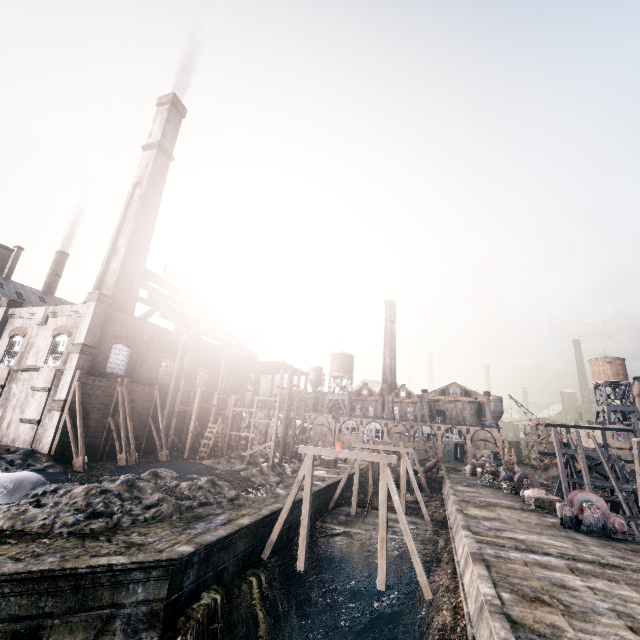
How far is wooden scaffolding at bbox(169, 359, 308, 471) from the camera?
34.2m

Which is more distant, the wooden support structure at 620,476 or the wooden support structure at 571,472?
the wooden support structure at 571,472

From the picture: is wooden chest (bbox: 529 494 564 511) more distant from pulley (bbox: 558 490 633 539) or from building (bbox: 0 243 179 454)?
building (bbox: 0 243 179 454)

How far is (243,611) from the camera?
15.8m

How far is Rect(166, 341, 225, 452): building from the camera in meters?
35.2

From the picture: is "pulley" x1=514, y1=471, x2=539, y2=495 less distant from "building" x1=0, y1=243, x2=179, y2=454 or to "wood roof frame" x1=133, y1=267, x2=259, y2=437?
"wood roof frame" x1=133, y1=267, x2=259, y2=437

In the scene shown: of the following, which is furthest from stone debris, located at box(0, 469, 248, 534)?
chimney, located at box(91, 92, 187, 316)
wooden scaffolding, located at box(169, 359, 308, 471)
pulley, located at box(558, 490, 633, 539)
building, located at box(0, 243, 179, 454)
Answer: pulley, located at box(558, 490, 633, 539)

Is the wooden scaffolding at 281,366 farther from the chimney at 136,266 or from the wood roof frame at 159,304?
the chimney at 136,266
